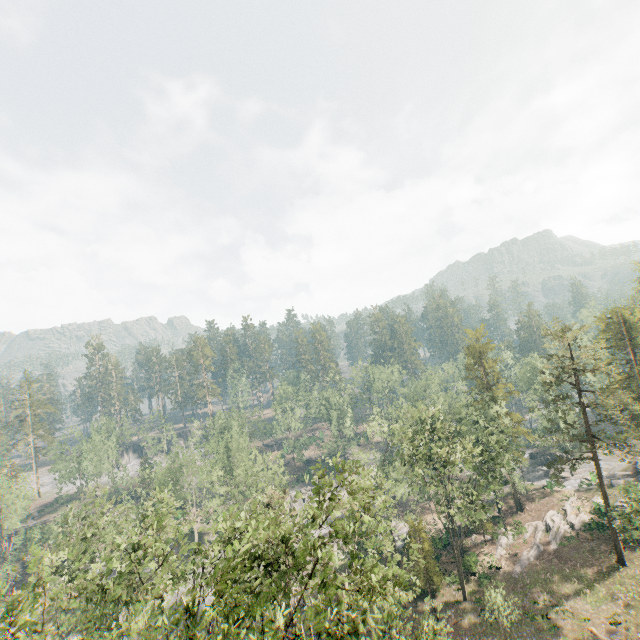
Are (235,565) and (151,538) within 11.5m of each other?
no

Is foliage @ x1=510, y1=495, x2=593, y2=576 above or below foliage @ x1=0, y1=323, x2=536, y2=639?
below

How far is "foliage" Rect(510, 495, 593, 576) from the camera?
37.9 meters

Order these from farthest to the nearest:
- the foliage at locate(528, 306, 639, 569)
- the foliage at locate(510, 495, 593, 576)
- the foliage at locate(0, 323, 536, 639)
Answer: the foliage at locate(510, 495, 593, 576), the foliage at locate(528, 306, 639, 569), the foliage at locate(0, 323, 536, 639)

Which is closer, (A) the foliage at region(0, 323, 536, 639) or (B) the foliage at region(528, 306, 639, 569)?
(A) the foliage at region(0, 323, 536, 639)

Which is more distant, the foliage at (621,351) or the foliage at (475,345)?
the foliage at (621,351)

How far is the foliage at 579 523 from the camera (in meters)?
37.88
